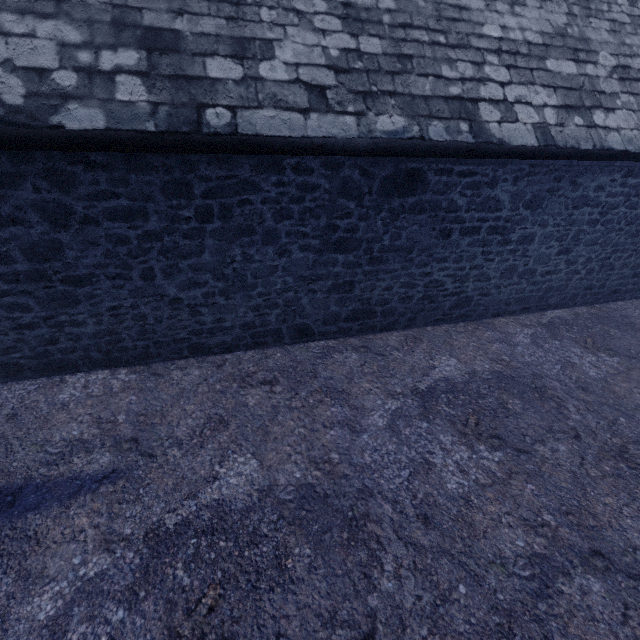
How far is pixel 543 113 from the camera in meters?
4.3 m
